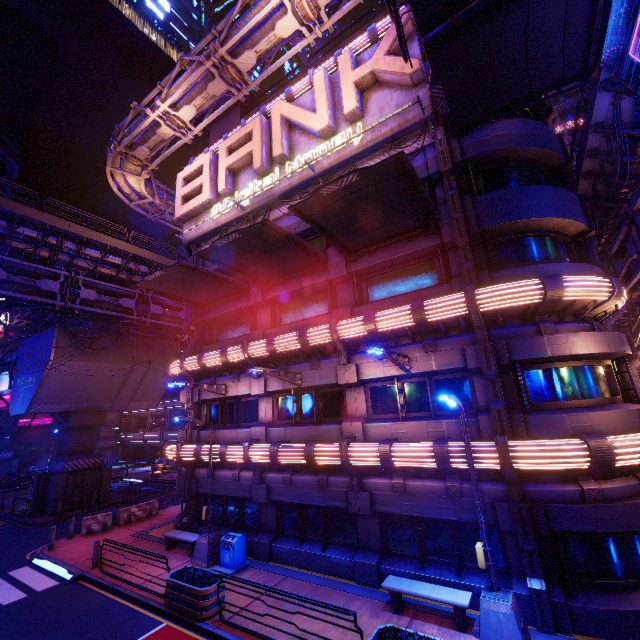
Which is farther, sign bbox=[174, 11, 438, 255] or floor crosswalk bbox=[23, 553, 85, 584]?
floor crosswalk bbox=[23, 553, 85, 584]

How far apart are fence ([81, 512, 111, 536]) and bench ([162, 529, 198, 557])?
6.32m

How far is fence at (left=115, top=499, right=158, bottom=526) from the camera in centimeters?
2003cm

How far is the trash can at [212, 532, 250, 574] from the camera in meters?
12.8 m

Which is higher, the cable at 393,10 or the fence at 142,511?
the cable at 393,10

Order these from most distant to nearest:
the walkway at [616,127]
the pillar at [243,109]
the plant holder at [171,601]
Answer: the pillar at [243,109] < the walkway at [616,127] < the plant holder at [171,601]

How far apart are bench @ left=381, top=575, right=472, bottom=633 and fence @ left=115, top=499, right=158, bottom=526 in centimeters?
1792cm

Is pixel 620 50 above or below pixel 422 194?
above
